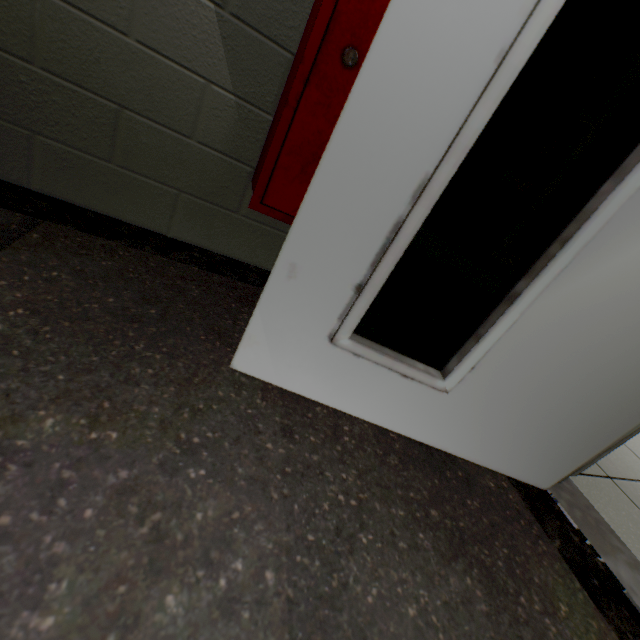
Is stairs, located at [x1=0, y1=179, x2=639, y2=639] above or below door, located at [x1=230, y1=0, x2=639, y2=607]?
below

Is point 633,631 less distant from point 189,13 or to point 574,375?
point 574,375

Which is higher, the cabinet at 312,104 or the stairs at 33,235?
the cabinet at 312,104

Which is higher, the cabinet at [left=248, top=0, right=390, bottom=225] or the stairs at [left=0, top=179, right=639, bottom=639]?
the cabinet at [left=248, top=0, right=390, bottom=225]

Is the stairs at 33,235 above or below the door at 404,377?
below
